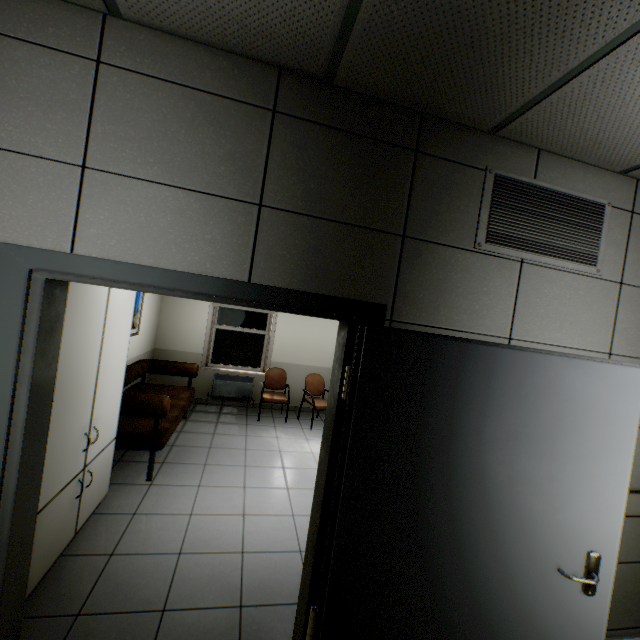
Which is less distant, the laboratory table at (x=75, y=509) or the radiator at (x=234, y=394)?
the laboratory table at (x=75, y=509)

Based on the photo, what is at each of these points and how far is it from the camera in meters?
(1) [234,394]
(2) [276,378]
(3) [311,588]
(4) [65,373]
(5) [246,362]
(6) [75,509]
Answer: (1) radiator, 6.4
(2) chair, 6.4
(3) door, 1.8
(4) cabinet, 2.0
(5) window, 6.7
(6) laboratory table, 2.4

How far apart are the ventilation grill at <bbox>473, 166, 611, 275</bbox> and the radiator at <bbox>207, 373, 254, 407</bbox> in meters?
5.4

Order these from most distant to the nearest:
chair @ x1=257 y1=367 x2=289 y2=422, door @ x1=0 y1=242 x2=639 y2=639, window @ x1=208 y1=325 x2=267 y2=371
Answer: window @ x1=208 y1=325 x2=267 y2=371 → chair @ x1=257 y1=367 x2=289 y2=422 → door @ x1=0 y1=242 x2=639 y2=639

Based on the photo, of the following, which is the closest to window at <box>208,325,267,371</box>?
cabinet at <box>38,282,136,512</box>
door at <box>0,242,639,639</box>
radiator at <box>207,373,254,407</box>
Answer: radiator at <box>207,373,254,407</box>

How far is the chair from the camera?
5.90m

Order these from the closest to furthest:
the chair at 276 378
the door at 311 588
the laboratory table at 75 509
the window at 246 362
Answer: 1. the door at 311 588
2. the laboratory table at 75 509
3. the chair at 276 378
4. the window at 246 362

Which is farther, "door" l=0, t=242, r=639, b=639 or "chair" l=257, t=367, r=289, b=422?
"chair" l=257, t=367, r=289, b=422
